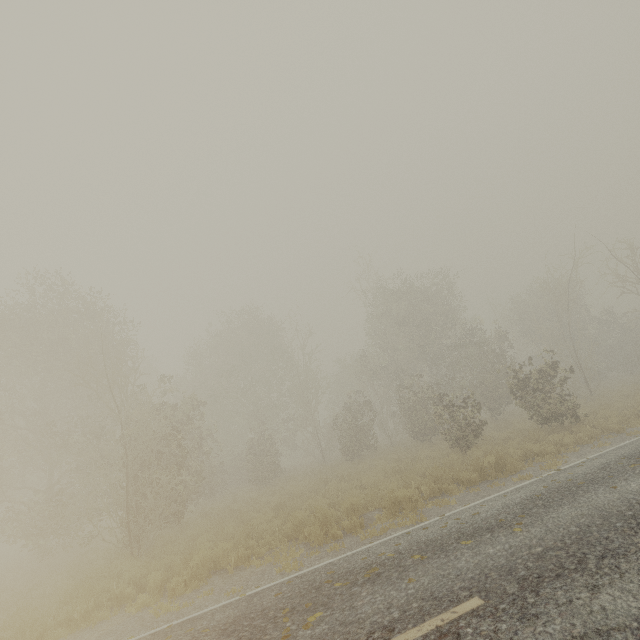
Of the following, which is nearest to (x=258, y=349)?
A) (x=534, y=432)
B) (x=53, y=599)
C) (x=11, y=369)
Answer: (x=11, y=369)
